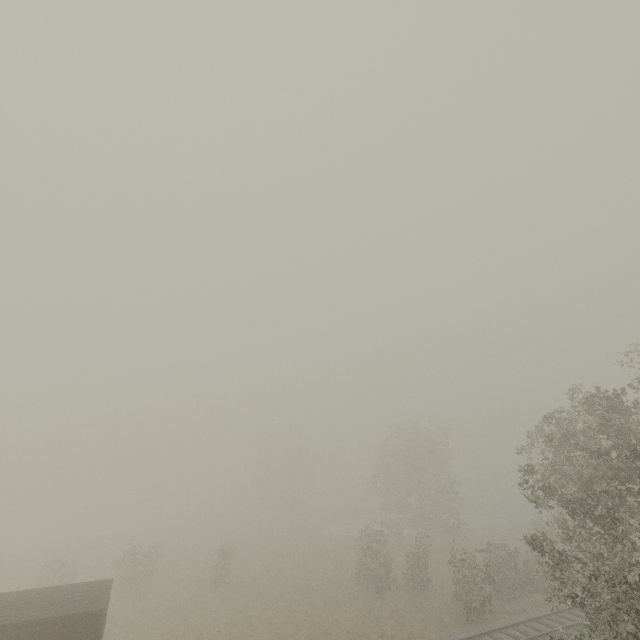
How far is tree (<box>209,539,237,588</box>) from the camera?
26.97m

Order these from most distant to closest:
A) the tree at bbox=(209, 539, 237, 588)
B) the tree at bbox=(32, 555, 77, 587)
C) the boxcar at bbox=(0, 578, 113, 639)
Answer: the tree at bbox=(209, 539, 237, 588)
the tree at bbox=(32, 555, 77, 587)
the boxcar at bbox=(0, 578, 113, 639)

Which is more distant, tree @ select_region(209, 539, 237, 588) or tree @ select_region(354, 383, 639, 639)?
tree @ select_region(209, 539, 237, 588)

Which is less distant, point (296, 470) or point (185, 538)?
point (185, 538)

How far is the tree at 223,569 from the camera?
27.0m

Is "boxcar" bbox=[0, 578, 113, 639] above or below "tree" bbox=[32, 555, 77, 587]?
above
